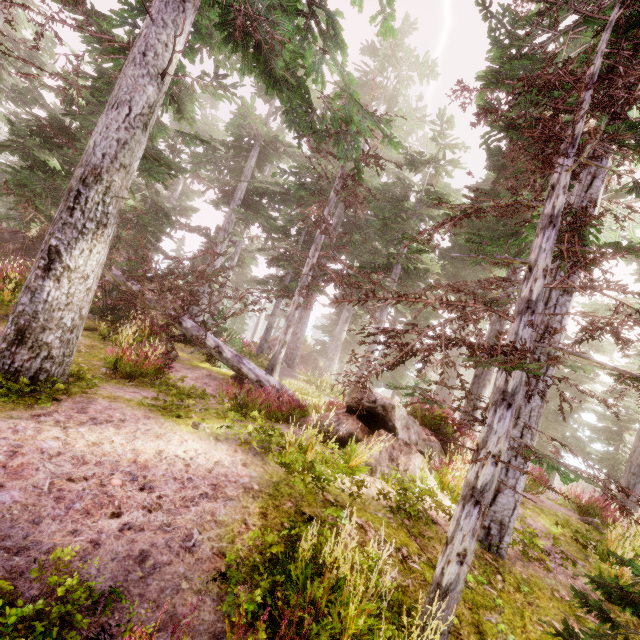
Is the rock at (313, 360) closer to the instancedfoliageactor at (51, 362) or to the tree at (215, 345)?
the instancedfoliageactor at (51, 362)

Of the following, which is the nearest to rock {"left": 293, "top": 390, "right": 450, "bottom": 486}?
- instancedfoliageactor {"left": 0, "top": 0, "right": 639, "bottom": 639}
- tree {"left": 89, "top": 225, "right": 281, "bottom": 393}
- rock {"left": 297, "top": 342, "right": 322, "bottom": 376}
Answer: instancedfoliageactor {"left": 0, "top": 0, "right": 639, "bottom": 639}

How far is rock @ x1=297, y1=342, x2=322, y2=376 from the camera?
30.52m

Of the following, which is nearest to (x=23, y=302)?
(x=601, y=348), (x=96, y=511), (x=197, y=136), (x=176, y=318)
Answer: (x=96, y=511)

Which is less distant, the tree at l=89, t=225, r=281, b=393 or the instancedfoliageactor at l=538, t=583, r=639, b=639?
the instancedfoliageactor at l=538, t=583, r=639, b=639

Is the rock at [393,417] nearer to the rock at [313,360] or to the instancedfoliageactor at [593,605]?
the instancedfoliageactor at [593,605]

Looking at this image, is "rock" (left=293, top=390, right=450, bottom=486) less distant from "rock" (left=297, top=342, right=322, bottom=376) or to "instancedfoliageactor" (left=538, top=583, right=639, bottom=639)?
"instancedfoliageactor" (left=538, top=583, right=639, bottom=639)

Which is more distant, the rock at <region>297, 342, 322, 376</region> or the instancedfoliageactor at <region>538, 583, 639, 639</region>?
the rock at <region>297, 342, 322, 376</region>
